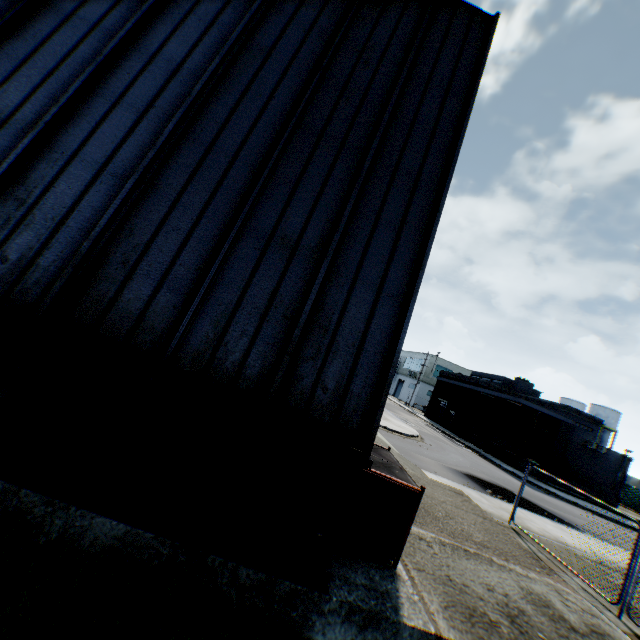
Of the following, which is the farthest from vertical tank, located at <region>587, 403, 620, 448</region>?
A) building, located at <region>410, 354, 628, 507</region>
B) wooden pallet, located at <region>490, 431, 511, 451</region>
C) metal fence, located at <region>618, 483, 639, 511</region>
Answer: wooden pallet, located at <region>490, 431, 511, 451</region>

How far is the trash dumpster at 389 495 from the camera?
4.77m

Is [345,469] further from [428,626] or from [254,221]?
[254,221]

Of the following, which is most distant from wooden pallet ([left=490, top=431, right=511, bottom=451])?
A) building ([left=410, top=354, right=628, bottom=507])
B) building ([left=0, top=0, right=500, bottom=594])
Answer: building ([left=0, top=0, right=500, bottom=594])

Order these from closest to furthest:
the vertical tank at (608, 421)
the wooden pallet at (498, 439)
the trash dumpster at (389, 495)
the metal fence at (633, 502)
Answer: the trash dumpster at (389, 495) < the wooden pallet at (498, 439) < the metal fence at (633, 502) < the vertical tank at (608, 421)

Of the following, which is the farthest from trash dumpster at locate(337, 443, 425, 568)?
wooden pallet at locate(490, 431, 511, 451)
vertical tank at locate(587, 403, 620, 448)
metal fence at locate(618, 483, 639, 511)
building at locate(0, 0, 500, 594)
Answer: vertical tank at locate(587, 403, 620, 448)

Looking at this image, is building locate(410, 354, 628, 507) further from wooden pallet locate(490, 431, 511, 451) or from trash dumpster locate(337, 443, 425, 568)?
trash dumpster locate(337, 443, 425, 568)

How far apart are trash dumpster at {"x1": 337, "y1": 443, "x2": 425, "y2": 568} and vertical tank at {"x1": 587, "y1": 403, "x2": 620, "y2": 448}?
65.5m
